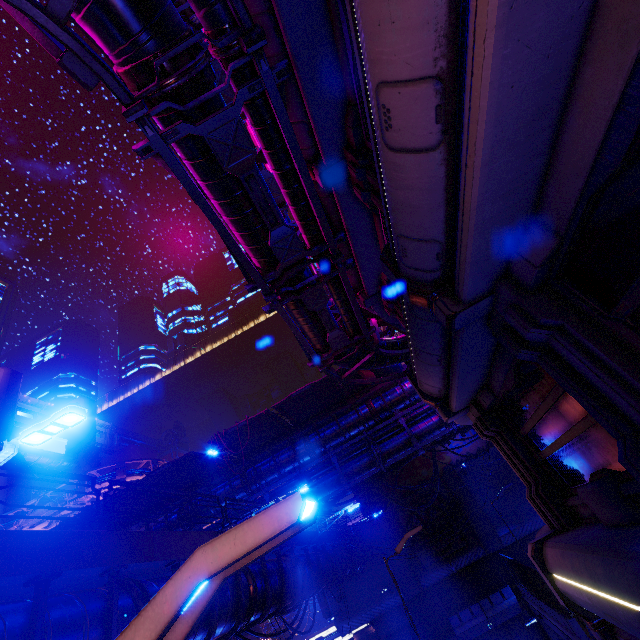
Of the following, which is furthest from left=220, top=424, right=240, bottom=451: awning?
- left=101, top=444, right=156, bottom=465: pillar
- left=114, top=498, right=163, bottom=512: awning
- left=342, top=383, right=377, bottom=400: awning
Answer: left=101, top=444, right=156, bottom=465: pillar

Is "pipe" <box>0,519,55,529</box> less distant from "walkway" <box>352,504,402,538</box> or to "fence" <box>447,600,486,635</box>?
"walkway" <box>352,504,402,538</box>

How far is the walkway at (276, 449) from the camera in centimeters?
2158cm

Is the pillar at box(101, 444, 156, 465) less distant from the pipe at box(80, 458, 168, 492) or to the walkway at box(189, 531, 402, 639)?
the pipe at box(80, 458, 168, 492)

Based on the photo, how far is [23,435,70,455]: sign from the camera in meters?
51.7 m

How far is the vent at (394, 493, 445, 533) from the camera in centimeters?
2733cm

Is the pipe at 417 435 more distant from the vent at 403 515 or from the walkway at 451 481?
the vent at 403 515

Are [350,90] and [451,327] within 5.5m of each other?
yes
